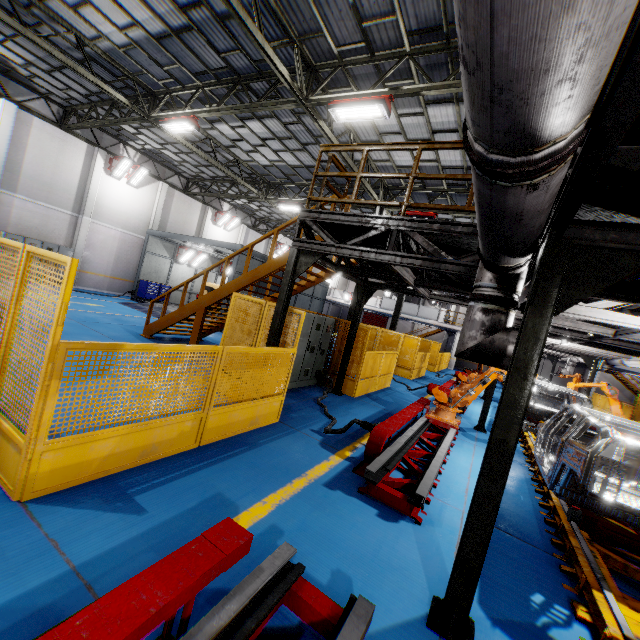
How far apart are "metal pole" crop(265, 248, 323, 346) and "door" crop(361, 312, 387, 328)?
40.6m

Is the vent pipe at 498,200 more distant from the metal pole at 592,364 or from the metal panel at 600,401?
the metal pole at 592,364

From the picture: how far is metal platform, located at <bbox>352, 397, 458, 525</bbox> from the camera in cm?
428

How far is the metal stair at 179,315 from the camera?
8.6m

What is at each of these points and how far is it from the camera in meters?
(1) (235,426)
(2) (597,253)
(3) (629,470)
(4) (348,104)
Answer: (1) metal panel, 5.3 m
(2) metal pole, 2.5 m
(3) chassis, 6.4 m
(4) light, 8.3 m

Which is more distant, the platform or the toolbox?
the toolbox

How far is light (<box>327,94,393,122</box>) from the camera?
8.01m

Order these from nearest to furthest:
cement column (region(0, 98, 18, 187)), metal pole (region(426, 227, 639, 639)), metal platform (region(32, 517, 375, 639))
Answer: metal platform (region(32, 517, 375, 639)), metal pole (region(426, 227, 639, 639)), cement column (region(0, 98, 18, 187))
